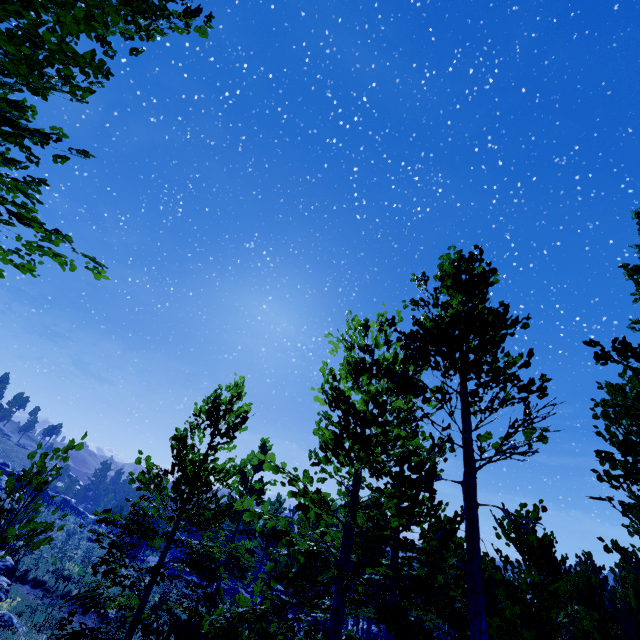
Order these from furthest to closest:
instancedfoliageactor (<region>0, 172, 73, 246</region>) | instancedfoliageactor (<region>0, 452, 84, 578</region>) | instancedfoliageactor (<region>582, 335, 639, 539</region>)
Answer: instancedfoliageactor (<region>0, 452, 84, 578</region>)
instancedfoliageactor (<region>582, 335, 639, 539</region>)
instancedfoliageactor (<region>0, 172, 73, 246</region>)

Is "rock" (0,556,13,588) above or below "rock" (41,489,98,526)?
below

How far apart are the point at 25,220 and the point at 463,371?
5.39m

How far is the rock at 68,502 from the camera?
50.38m

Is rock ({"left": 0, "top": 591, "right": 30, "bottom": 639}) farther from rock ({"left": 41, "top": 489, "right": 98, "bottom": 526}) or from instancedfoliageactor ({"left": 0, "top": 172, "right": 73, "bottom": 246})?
rock ({"left": 41, "top": 489, "right": 98, "bottom": 526})

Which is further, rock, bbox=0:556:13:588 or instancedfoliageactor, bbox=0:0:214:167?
rock, bbox=0:556:13:588

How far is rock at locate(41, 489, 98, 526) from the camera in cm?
5038

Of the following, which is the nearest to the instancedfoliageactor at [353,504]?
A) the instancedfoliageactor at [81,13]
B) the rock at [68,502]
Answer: the instancedfoliageactor at [81,13]
